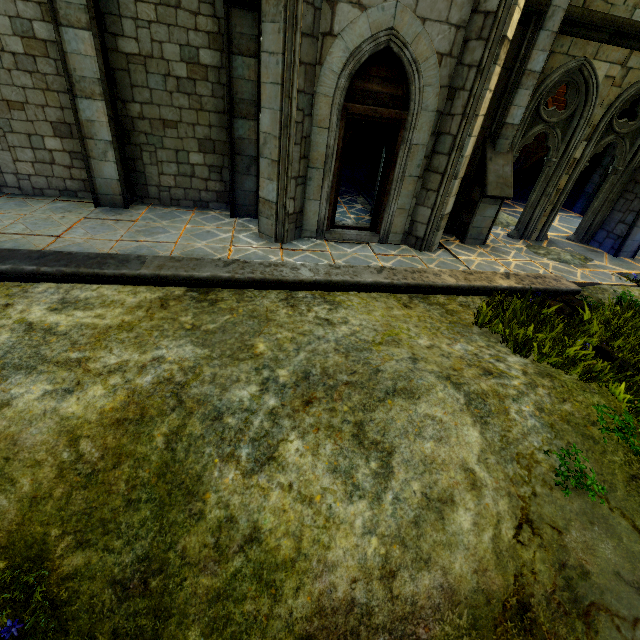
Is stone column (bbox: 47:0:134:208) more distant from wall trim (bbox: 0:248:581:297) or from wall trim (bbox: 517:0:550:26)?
wall trim (bbox: 517:0:550:26)

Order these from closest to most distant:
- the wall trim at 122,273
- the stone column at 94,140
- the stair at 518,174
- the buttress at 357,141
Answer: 1. the wall trim at 122,273
2. the stone column at 94,140
3. the buttress at 357,141
4. the stair at 518,174

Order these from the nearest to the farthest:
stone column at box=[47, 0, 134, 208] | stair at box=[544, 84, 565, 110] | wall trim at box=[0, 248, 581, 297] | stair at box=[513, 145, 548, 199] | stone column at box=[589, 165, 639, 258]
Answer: wall trim at box=[0, 248, 581, 297]
stone column at box=[47, 0, 134, 208]
stone column at box=[589, 165, 639, 258]
stair at box=[513, 145, 548, 199]
stair at box=[544, 84, 565, 110]

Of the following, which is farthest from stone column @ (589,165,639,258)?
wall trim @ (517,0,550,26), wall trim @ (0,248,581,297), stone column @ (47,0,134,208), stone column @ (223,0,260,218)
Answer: stone column @ (47,0,134,208)

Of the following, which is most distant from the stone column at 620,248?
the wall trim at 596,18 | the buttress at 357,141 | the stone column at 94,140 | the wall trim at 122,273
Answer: the stone column at 94,140

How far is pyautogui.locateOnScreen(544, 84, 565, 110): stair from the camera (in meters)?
15.77

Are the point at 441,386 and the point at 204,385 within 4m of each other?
yes

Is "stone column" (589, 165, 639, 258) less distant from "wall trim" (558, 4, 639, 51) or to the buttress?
"wall trim" (558, 4, 639, 51)
